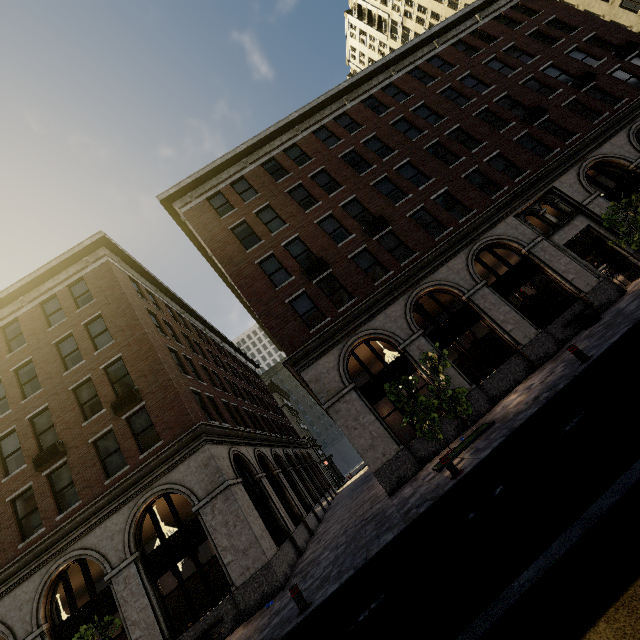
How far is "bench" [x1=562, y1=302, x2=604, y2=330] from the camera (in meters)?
13.16

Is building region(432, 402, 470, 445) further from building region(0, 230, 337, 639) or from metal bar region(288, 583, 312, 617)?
metal bar region(288, 583, 312, 617)

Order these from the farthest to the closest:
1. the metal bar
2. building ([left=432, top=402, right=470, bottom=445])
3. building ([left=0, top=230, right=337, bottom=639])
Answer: building ([left=432, top=402, right=470, bottom=445]) < building ([left=0, top=230, right=337, bottom=639]) < the metal bar

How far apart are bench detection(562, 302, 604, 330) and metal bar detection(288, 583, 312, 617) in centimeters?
1363cm

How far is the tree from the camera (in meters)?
10.68

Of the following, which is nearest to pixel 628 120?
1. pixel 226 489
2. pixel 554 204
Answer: Answer: pixel 554 204

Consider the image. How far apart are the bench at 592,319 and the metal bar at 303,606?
13.6m

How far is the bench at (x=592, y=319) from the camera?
13.2 meters
